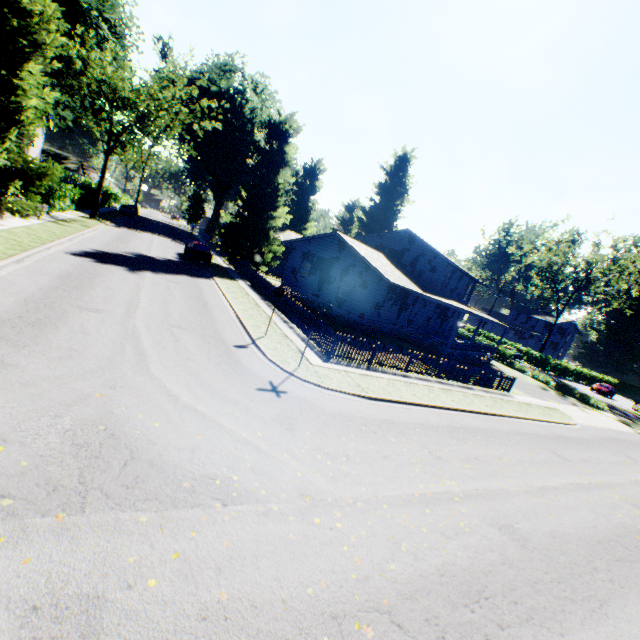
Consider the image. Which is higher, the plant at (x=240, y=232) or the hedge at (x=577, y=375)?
the plant at (x=240, y=232)

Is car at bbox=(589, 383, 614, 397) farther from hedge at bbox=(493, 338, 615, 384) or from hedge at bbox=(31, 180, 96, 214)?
hedge at bbox=(31, 180, 96, 214)

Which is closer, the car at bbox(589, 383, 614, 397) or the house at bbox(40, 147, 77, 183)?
the car at bbox(589, 383, 614, 397)

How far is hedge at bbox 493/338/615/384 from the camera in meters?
39.0 m

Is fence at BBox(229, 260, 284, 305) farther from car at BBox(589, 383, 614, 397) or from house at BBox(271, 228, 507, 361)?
car at BBox(589, 383, 614, 397)

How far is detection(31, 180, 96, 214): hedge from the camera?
24.2m

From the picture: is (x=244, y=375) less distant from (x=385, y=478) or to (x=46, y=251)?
(x=385, y=478)

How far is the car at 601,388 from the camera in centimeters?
4519cm
